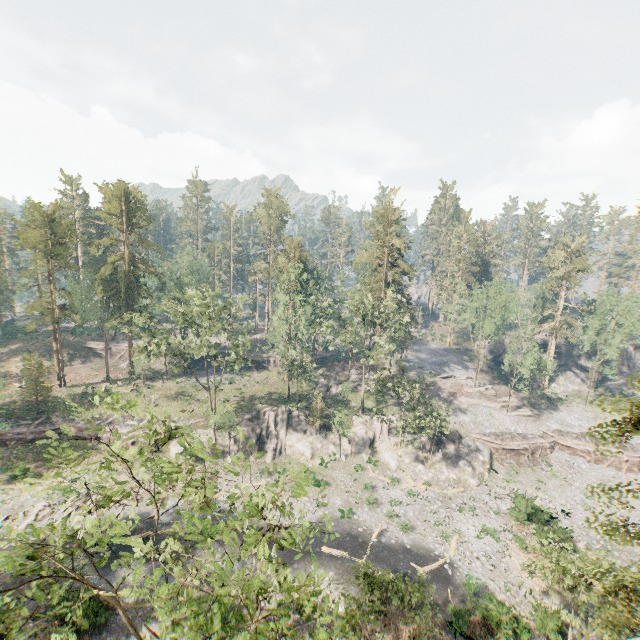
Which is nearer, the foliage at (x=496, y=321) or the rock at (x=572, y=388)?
the foliage at (x=496, y=321)

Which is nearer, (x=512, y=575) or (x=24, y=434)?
(x=512, y=575)

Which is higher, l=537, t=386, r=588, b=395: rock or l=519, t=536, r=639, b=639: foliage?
l=519, t=536, r=639, b=639: foliage

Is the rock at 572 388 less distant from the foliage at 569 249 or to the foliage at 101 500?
the foliage at 569 249

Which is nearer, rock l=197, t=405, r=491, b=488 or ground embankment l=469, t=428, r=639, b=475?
rock l=197, t=405, r=491, b=488

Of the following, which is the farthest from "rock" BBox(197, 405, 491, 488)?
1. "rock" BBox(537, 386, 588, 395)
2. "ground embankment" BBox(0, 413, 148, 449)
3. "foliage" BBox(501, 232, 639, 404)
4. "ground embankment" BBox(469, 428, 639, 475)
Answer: "rock" BBox(537, 386, 588, 395)

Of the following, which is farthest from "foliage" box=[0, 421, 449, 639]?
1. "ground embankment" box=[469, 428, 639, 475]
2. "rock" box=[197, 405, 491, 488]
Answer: "ground embankment" box=[469, 428, 639, 475]

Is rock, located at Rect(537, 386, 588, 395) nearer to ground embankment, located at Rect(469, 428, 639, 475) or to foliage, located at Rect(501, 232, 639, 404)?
foliage, located at Rect(501, 232, 639, 404)
